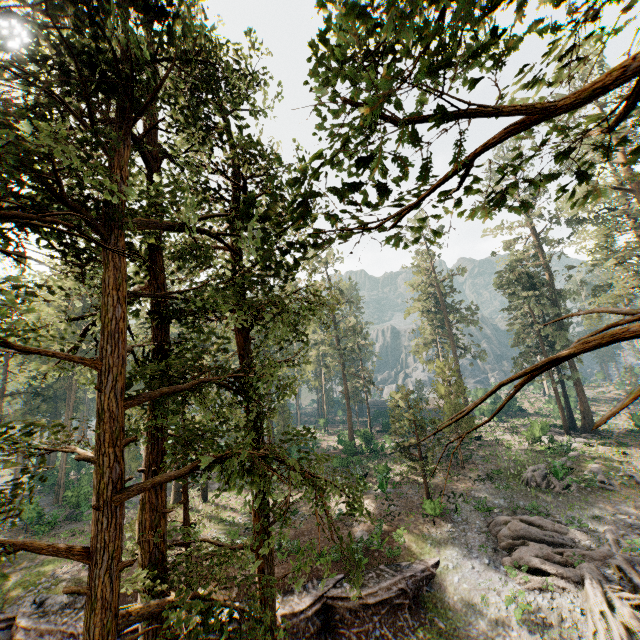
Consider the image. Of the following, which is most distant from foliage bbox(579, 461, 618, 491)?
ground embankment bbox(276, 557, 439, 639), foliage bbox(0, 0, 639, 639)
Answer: ground embankment bbox(276, 557, 439, 639)

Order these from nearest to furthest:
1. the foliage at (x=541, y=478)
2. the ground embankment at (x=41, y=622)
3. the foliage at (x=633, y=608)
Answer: the foliage at (x=633, y=608) < the ground embankment at (x=41, y=622) < the foliage at (x=541, y=478)

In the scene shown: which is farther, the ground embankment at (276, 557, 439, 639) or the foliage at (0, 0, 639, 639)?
the ground embankment at (276, 557, 439, 639)

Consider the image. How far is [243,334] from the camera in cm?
1178

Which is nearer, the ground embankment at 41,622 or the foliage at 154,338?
the foliage at 154,338

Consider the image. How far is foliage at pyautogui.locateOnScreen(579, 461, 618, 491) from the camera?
24.4 meters

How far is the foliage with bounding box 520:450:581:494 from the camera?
24.94m
